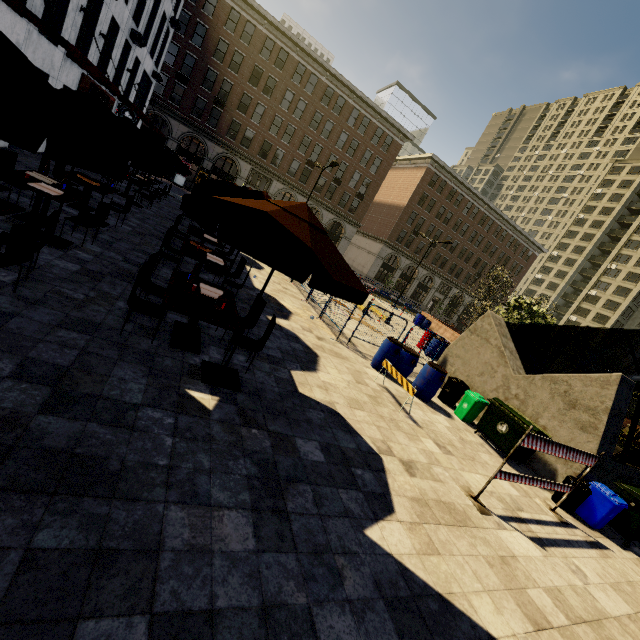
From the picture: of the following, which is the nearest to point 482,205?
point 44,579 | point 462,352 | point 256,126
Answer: point 256,126

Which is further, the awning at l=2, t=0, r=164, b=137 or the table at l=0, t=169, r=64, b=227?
the awning at l=2, t=0, r=164, b=137

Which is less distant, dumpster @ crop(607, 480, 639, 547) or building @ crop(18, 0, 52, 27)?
dumpster @ crop(607, 480, 639, 547)

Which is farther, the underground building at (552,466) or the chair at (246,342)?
the underground building at (552,466)

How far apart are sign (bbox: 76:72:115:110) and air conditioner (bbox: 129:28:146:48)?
3.24m

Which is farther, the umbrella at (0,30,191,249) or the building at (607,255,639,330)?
the building at (607,255,639,330)

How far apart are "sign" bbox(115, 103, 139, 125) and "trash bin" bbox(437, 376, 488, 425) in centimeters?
2554cm

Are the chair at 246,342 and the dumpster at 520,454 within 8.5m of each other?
yes
